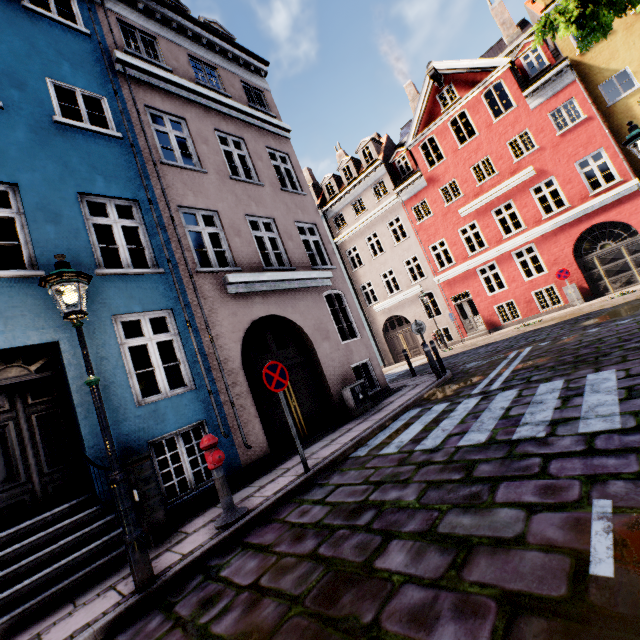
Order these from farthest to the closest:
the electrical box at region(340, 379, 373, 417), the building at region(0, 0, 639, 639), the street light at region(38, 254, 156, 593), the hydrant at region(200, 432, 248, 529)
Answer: the electrical box at region(340, 379, 373, 417), the building at region(0, 0, 639, 639), the hydrant at region(200, 432, 248, 529), the street light at region(38, 254, 156, 593)

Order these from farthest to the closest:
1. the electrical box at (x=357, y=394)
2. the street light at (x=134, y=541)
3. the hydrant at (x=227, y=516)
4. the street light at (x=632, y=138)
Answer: the electrical box at (x=357, y=394) → the street light at (x=632, y=138) → the hydrant at (x=227, y=516) → the street light at (x=134, y=541)

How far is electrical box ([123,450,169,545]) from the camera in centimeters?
470cm

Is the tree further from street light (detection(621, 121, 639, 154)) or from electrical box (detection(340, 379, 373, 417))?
electrical box (detection(340, 379, 373, 417))

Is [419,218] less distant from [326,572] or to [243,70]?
[243,70]

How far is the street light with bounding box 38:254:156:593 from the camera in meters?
3.4

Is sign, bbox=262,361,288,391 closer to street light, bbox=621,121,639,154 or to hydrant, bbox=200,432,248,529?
hydrant, bbox=200,432,248,529

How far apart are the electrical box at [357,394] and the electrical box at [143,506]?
5.1m
